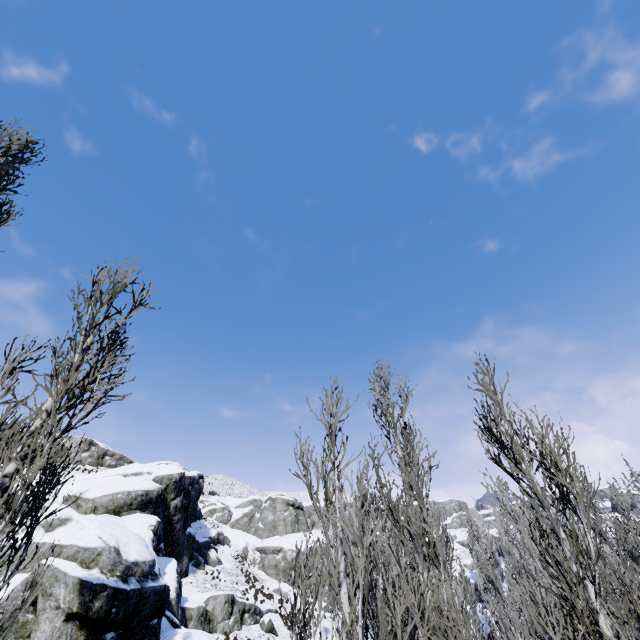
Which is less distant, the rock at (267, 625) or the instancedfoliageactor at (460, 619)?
the instancedfoliageactor at (460, 619)

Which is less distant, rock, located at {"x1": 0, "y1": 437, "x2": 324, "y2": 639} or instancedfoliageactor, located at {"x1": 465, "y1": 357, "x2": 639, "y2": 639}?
instancedfoliageactor, located at {"x1": 465, "y1": 357, "x2": 639, "y2": 639}

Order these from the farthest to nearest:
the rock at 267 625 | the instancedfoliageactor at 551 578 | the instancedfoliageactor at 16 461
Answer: the rock at 267 625, the instancedfoliageactor at 551 578, the instancedfoliageactor at 16 461

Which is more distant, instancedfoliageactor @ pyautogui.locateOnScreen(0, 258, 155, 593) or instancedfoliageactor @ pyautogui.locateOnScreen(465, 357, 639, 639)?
instancedfoliageactor @ pyautogui.locateOnScreen(465, 357, 639, 639)

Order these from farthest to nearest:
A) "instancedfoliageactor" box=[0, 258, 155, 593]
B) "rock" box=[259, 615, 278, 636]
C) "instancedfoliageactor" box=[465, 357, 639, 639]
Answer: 1. "rock" box=[259, 615, 278, 636]
2. "instancedfoliageactor" box=[465, 357, 639, 639]
3. "instancedfoliageactor" box=[0, 258, 155, 593]

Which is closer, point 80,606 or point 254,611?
point 80,606
